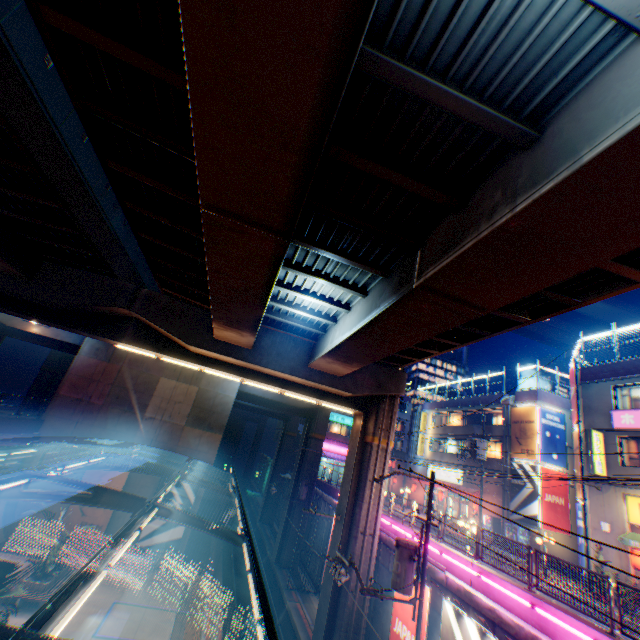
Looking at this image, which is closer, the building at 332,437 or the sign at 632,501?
the sign at 632,501

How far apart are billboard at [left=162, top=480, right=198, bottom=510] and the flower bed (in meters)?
5.19

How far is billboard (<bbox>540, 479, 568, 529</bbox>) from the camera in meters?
24.1 m

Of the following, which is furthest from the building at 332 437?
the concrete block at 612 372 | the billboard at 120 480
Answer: the billboard at 120 480

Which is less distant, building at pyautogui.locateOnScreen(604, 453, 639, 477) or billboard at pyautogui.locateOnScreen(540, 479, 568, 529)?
building at pyautogui.locateOnScreen(604, 453, 639, 477)

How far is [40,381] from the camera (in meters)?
37.97

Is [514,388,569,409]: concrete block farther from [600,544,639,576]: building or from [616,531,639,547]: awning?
[616,531,639,547]: awning

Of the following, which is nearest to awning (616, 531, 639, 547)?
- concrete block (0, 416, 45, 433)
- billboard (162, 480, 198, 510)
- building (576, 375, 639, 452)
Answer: building (576, 375, 639, 452)
